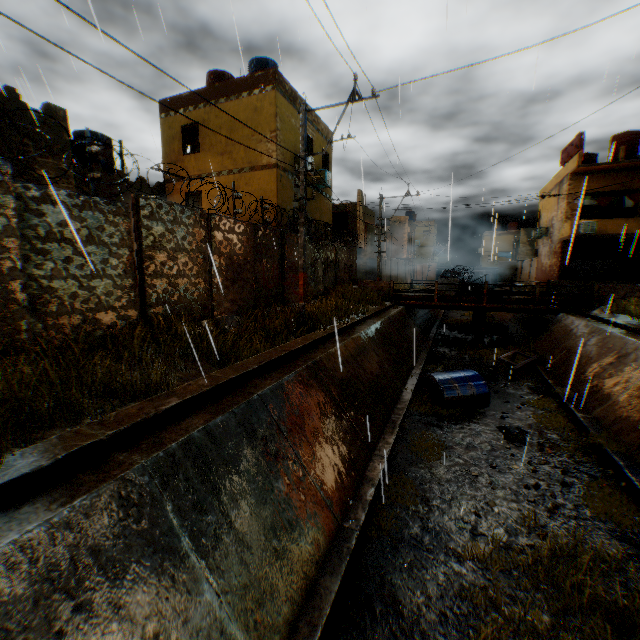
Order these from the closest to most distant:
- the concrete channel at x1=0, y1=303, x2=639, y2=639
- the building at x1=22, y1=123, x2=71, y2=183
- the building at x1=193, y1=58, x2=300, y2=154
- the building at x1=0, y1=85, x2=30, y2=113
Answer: the concrete channel at x1=0, y1=303, x2=639, y2=639
the building at x1=0, y1=85, x2=30, y2=113
the building at x1=22, y1=123, x2=71, y2=183
the building at x1=193, y1=58, x2=300, y2=154

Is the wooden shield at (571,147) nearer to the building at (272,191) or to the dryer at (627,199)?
the building at (272,191)

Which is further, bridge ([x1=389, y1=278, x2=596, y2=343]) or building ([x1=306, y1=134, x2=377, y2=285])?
building ([x1=306, y1=134, x2=377, y2=285])

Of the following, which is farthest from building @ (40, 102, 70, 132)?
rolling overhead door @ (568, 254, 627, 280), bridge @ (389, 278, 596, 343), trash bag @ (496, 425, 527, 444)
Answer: trash bag @ (496, 425, 527, 444)

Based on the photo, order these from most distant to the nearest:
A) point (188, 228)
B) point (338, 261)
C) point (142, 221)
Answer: point (338, 261), point (188, 228), point (142, 221)

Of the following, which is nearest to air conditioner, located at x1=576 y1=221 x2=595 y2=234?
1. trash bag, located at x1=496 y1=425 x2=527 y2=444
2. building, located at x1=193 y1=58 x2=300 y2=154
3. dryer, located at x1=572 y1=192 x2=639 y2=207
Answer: building, located at x1=193 y1=58 x2=300 y2=154

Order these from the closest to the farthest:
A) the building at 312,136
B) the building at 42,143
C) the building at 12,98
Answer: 1. the building at 12,98
2. the building at 42,143
3. the building at 312,136

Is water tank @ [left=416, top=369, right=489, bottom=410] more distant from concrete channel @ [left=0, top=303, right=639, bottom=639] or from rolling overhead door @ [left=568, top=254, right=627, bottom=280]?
rolling overhead door @ [left=568, top=254, right=627, bottom=280]
